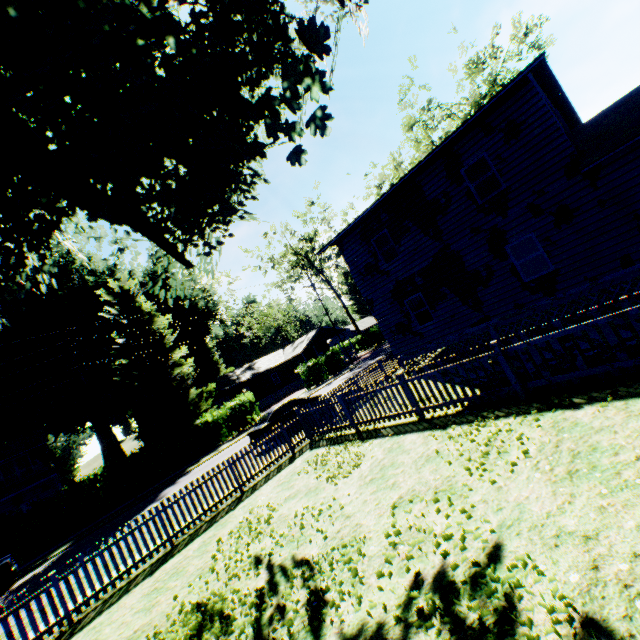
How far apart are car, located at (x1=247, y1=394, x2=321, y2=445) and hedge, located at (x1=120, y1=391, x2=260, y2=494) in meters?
11.1 m

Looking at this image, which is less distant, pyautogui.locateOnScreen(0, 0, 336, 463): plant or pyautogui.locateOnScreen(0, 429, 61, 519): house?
pyautogui.locateOnScreen(0, 0, 336, 463): plant

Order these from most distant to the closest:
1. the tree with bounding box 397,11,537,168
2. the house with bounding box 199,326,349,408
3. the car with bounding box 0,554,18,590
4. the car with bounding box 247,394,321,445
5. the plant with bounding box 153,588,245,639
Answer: the house with bounding box 199,326,349,408
the tree with bounding box 397,11,537,168
the car with bounding box 247,394,321,445
the car with bounding box 0,554,18,590
the plant with bounding box 153,588,245,639

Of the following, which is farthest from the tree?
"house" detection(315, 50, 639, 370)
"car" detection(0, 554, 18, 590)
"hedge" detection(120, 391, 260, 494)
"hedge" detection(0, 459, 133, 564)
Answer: "car" detection(0, 554, 18, 590)

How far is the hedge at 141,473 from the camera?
23.00m

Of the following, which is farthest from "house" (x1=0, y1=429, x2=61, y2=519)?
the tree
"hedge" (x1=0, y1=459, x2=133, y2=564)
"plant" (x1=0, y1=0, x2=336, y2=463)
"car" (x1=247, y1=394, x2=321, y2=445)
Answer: the tree

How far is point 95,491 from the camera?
21.2 meters

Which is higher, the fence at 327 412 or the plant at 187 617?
the fence at 327 412
